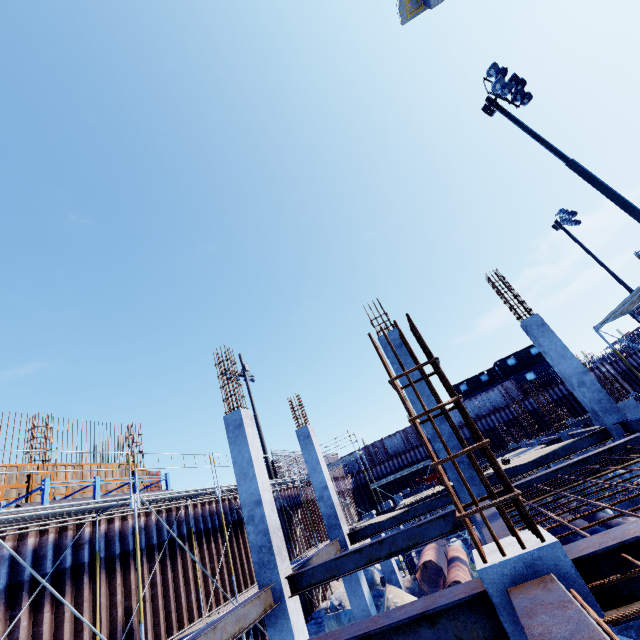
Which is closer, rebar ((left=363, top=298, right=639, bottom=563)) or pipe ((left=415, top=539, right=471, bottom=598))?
rebar ((left=363, top=298, right=639, bottom=563))

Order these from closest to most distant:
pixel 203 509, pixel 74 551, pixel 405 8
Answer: pixel 74 551 < pixel 203 509 < pixel 405 8

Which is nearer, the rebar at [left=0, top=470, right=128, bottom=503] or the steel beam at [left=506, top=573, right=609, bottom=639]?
the steel beam at [left=506, top=573, right=609, bottom=639]

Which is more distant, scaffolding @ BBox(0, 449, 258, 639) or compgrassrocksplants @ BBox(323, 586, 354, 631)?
compgrassrocksplants @ BBox(323, 586, 354, 631)

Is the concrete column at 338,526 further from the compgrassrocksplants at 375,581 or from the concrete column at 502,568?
the concrete column at 502,568

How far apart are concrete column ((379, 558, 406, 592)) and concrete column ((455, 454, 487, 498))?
10.3m

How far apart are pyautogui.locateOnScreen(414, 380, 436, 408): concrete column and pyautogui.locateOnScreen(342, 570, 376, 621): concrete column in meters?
6.2

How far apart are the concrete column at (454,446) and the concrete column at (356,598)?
6.2 meters
